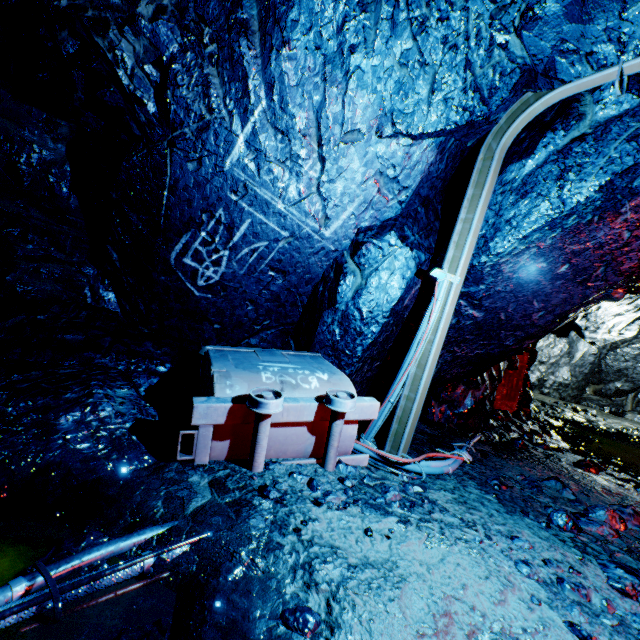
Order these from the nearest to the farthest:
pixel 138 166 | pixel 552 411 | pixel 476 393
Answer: pixel 138 166 → pixel 476 393 → pixel 552 411

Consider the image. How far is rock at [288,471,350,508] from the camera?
2.2 meters

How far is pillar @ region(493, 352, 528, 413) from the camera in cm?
710

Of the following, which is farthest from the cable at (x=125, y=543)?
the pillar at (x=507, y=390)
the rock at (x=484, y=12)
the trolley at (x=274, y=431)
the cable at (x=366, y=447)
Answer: the pillar at (x=507, y=390)

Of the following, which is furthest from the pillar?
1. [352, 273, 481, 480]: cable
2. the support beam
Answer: the support beam

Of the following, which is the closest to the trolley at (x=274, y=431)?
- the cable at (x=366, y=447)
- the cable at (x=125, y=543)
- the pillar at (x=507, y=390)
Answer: the cable at (x=366, y=447)

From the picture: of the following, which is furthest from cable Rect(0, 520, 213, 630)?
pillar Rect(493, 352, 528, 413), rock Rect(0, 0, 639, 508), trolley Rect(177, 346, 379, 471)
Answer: pillar Rect(493, 352, 528, 413)

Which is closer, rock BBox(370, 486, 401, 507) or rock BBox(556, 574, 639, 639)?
rock BBox(556, 574, 639, 639)
